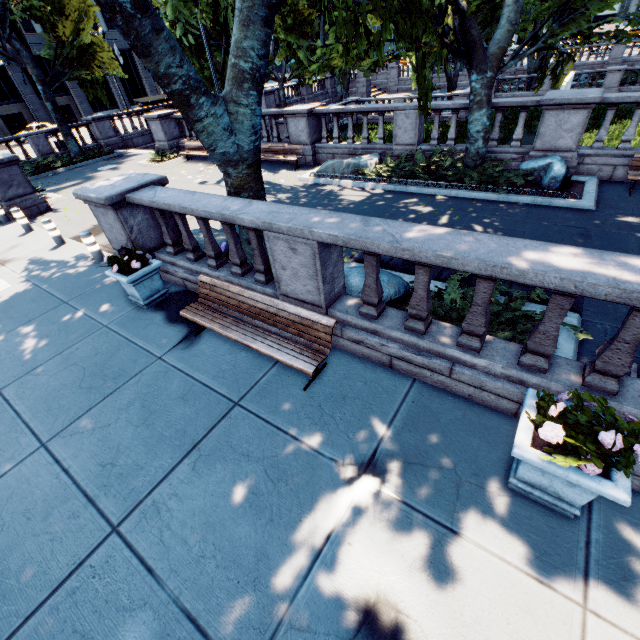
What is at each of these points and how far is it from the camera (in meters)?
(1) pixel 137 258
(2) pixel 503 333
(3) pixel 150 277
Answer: (1) plant, 6.42
(2) bush, 4.73
(3) planter, 6.68

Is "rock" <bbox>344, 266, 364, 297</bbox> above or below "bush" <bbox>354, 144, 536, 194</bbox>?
above

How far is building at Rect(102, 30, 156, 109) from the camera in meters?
47.2

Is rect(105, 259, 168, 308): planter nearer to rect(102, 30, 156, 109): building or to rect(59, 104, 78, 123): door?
rect(102, 30, 156, 109): building

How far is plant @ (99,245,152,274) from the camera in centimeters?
619cm

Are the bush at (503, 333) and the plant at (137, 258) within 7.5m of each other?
yes

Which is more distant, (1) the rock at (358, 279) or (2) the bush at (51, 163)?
(2) the bush at (51, 163)

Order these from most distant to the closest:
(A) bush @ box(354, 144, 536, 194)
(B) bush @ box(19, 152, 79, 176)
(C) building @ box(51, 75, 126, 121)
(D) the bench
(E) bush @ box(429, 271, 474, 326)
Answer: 1. (C) building @ box(51, 75, 126, 121)
2. (B) bush @ box(19, 152, 79, 176)
3. (A) bush @ box(354, 144, 536, 194)
4. (E) bush @ box(429, 271, 474, 326)
5. (D) the bench
